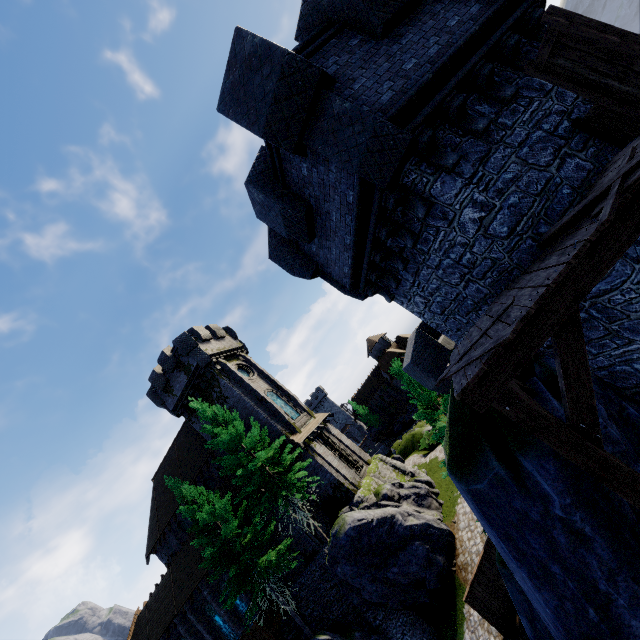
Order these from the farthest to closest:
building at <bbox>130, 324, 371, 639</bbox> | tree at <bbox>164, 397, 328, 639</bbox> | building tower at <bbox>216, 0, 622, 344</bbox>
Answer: building at <bbox>130, 324, 371, 639</bbox>, tree at <bbox>164, 397, 328, 639</bbox>, building tower at <bbox>216, 0, 622, 344</bbox>

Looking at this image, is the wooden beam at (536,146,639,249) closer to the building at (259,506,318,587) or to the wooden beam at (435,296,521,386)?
the wooden beam at (435,296,521,386)

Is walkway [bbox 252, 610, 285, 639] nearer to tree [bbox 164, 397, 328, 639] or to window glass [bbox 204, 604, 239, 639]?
tree [bbox 164, 397, 328, 639]

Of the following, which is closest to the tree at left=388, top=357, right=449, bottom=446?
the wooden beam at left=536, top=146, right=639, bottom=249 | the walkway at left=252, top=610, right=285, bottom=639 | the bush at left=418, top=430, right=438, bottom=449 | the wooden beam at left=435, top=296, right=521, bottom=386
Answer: the wooden beam at left=435, top=296, right=521, bottom=386

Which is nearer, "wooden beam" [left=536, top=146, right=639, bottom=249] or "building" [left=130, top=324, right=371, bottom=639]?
"wooden beam" [left=536, top=146, right=639, bottom=249]

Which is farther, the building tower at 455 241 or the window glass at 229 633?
the window glass at 229 633

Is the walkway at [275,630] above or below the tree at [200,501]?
below

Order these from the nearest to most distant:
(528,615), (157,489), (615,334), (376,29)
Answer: (615,334) → (376,29) → (528,615) → (157,489)
